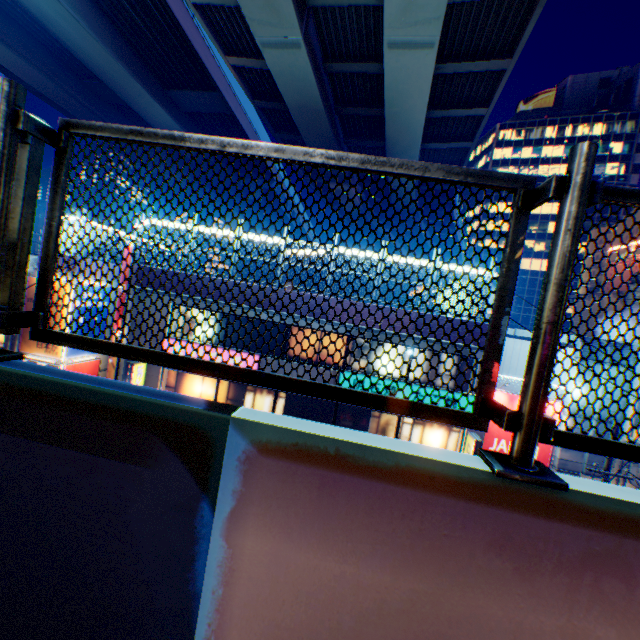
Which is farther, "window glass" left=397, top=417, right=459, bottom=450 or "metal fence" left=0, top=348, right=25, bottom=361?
"window glass" left=397, top=417, right=459, bottom=450

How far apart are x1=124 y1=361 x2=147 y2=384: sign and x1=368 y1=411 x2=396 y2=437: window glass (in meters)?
10.41

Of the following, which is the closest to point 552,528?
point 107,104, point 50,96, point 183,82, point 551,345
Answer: point 551,345

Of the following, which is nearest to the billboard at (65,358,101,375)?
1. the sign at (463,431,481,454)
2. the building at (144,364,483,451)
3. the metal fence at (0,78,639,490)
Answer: the building at (144,364,483,451)

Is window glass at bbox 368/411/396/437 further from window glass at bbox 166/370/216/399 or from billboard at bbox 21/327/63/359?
billboard at bbox 21/327/63/359

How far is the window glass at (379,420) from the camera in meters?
14.3 m

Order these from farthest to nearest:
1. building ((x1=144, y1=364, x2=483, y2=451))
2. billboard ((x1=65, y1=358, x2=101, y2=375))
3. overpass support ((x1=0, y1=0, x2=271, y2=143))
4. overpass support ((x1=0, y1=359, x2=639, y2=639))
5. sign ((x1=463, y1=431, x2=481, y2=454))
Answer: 1. billboard ((x1=65, y1=358, x2=101, y2=375))
2. overpass support ((x1=0, y1=0, x2=271, y2=143))
3. building ((x1=144, y1=364, x2=483, y2=451))
4. sign ((x1=463, y1=431, x2=481, y2=454))
5. overpass support ((x1=0, y1=359, x2=639, y2=639))

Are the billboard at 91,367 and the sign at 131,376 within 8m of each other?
yes
